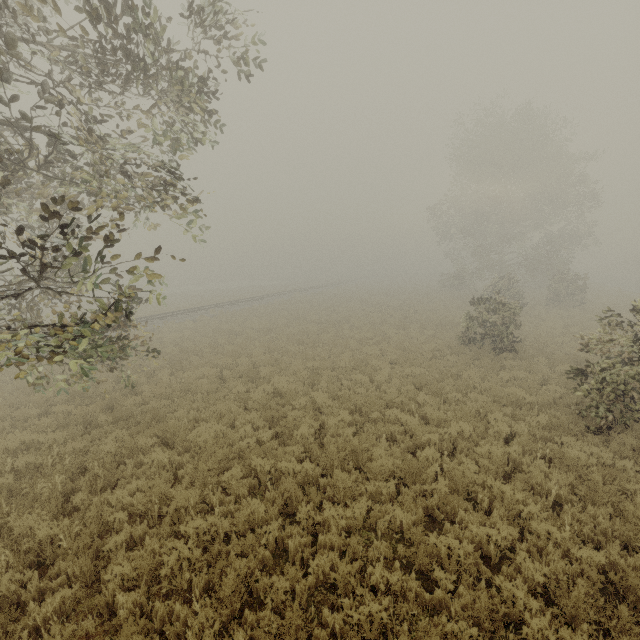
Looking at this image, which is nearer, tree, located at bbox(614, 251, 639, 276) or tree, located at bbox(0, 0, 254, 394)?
tree, located at bbox(0, 0, 254, 394)

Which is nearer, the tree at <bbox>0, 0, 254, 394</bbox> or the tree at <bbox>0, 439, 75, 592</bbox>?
the tree at <bbox>0, 0, 254, 394</bbox>

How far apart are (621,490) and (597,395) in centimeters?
237cm

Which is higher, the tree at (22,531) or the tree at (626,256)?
the tree at (626,256)

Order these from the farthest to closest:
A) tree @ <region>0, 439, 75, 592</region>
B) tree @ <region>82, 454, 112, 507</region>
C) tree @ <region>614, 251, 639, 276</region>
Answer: tree @ <region>614, 251, 639, 276</region>
tree @ <region>82, 454, 112, 507</region>
tree @ <region>0, 439, 75, 592</region>

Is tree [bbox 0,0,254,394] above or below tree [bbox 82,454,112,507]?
above

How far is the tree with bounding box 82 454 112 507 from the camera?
6.71m

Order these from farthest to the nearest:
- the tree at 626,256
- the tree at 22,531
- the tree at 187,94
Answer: the tree at 626,256
the tree at 22,531
the tree at 187,94
